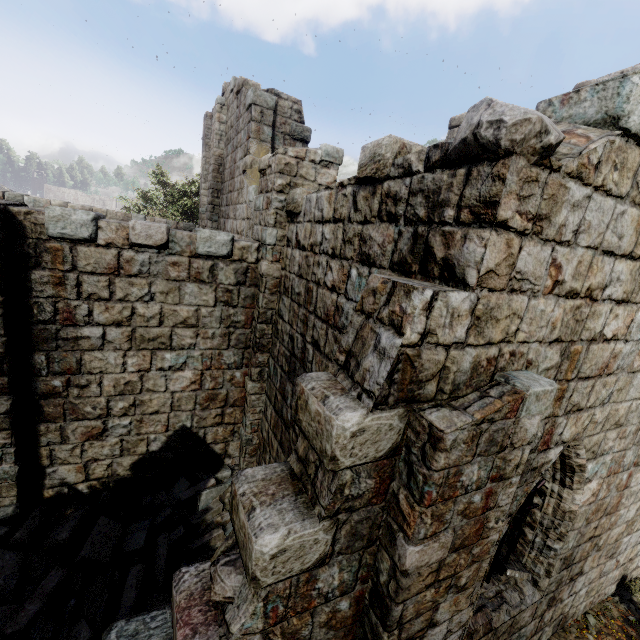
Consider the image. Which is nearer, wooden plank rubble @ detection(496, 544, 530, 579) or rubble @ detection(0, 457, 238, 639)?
rubble @ detection(0, 457, 238, 639)

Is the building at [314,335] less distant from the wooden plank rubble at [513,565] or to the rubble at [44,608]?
the rubble at [44,608]

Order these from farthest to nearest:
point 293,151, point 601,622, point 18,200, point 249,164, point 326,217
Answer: point 18,200
point 249,164
point 601,622
point 293,151
point 326,217

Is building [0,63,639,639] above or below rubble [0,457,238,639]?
above

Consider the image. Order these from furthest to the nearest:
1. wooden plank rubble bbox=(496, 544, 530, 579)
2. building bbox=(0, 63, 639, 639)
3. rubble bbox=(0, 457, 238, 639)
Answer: wooden plank rubble bbox=(496, 544, 530, 579), rubble bbox=(0, 457, 238, 639), building bbox=(0, 63, 639, 639)

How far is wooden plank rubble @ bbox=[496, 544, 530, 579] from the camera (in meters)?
5.25

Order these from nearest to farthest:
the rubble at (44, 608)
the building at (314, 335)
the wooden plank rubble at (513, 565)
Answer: the building at (314, 335) < the rubble at (44, 608) < the wooden plank rubble at (513, 565)

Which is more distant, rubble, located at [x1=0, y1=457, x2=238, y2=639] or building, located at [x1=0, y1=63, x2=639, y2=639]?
rubble, located at [x1=0, y1=457, x2=238, y2=639]
